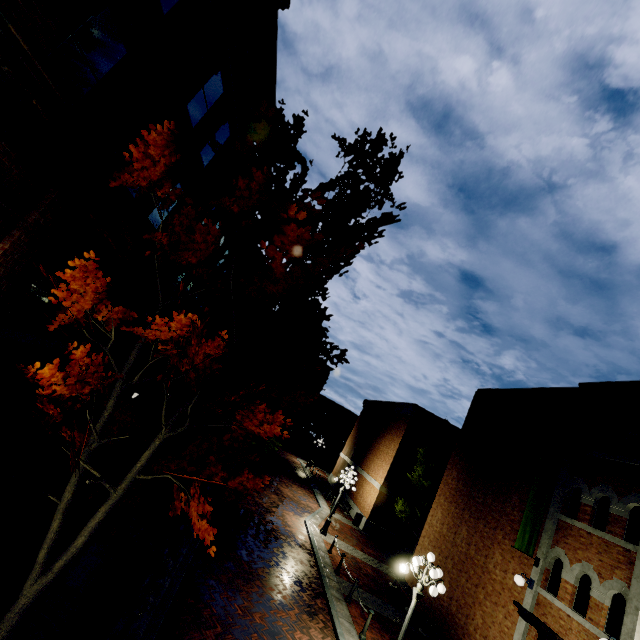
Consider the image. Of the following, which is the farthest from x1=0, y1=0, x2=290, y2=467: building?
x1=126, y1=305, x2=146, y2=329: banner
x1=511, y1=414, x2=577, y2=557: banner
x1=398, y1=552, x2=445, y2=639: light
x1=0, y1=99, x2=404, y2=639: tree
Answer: x1=511, y1=414, x2=577, y2=557: banner

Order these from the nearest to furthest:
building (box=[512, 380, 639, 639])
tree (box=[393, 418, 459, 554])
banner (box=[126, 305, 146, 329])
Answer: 1. building (box=[512, 380, 639, 639])
2. banner (box=[126, 305, 146, 329])
3. tree (box=[393, 418, 459, 554])

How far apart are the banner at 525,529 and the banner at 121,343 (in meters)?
15.39

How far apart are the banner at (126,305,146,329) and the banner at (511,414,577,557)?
15.39m

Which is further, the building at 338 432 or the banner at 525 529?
the building at 338 432

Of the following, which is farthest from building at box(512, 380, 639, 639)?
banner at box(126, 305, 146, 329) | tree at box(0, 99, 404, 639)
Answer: tree at box(0, 99, 404, 639)

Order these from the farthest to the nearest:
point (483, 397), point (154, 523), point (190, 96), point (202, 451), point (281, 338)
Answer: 1. point (483, 397)
2. point (281, 338)
3. point (154, 523)
4. point (190, 96)
5. point (202, 451)
